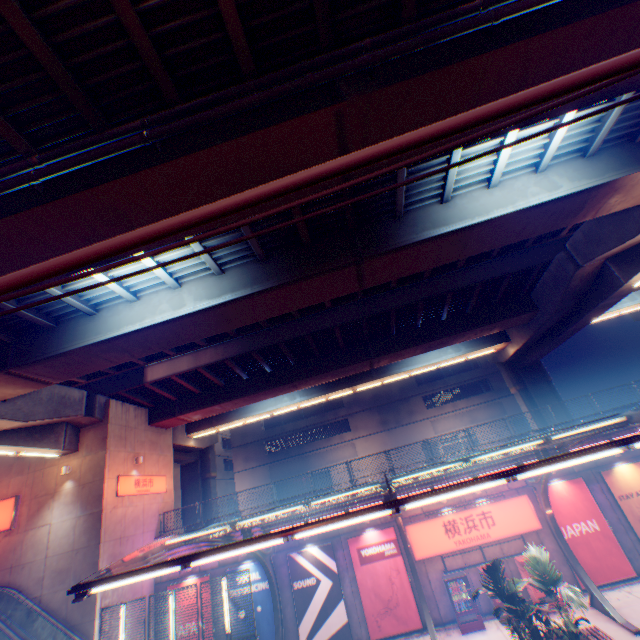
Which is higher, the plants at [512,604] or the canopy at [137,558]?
the canopy at [137,558]

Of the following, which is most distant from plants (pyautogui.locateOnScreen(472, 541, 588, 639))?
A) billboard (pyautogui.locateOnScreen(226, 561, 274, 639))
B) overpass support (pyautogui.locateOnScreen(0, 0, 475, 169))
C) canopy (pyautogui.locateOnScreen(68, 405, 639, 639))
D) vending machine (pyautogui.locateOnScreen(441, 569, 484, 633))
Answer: overpass support (pyautogui.locateOnScreen(0, 0, 475, 169))

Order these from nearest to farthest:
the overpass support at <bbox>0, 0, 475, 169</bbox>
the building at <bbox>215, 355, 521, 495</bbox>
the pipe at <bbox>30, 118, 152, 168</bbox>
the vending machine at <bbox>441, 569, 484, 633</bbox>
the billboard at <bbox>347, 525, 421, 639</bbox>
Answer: the overpass support at <bbox>0, 0, 475, 169</bbox>
the pipe at <bbox>30, 118, 152, 168</bbox>
the vending machine at <bbox>441, 569, 484, 633</bbox>
the billboard at <bbox>347, 525, 421, 639</bbox>
the building at <bbox>215, 355, 521, 495</bbox>

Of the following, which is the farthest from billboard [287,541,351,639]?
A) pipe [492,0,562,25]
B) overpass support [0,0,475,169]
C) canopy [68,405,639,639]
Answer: pipe [492,0,562,25]

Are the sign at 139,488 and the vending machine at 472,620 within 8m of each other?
no

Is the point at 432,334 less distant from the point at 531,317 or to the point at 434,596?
the point at 531,317

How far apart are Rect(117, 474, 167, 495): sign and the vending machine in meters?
17.4

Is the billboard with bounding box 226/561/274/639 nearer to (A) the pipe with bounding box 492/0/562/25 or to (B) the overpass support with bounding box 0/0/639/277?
(B) the overpass support with bounding box 0/0/639/277
